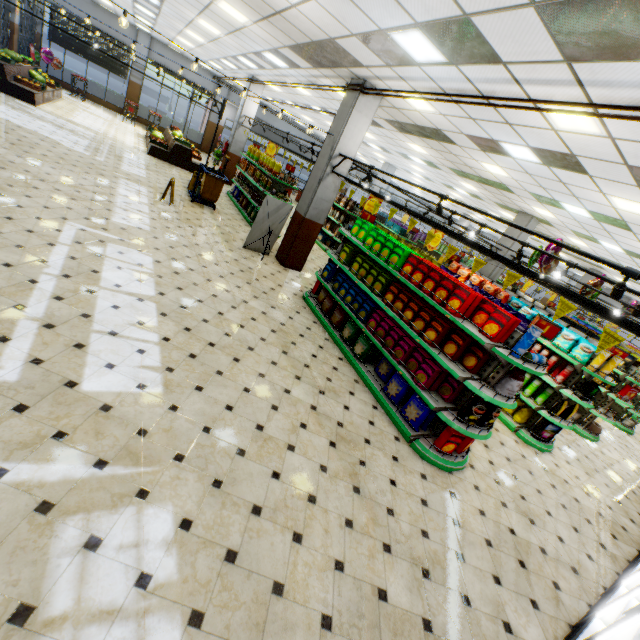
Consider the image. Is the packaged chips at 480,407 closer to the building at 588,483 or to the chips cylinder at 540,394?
the building at 588,483

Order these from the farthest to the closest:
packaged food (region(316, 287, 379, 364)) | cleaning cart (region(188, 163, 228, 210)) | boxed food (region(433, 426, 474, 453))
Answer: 1. cleaning cart (region(188, 163, 228, 210))
2. packaged food (region(316, 287, 379, 364))
3. boxed food (region(433, 426, 474, 453))

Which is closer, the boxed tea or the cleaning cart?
the boxed tea

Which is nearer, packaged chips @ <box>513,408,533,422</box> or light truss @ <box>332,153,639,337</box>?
light truss @ <box>332,153,639,337</box>

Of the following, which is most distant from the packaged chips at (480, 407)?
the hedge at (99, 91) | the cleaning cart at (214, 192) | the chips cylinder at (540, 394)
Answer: the hedge at (99, 91)

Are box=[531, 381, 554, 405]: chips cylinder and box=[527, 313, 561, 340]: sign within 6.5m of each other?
yes

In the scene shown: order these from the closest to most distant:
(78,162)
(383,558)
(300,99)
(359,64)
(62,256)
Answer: (383,558) < (62,256) < (359,64) < (78,162) < (300,99)

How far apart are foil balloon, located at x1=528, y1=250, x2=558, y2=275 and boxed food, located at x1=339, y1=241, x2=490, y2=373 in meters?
3.4 m
